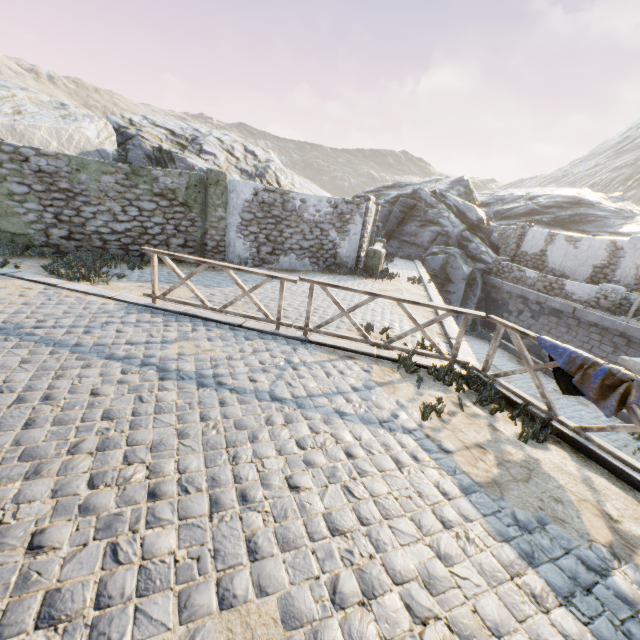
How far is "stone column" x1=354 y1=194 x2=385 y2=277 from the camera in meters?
13.3 m

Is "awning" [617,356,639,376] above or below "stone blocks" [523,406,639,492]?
below

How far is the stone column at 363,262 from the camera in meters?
13.3 m

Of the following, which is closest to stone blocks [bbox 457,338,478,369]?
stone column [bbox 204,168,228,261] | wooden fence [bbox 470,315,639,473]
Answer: wooden fence [bbox 470,315,639,473]

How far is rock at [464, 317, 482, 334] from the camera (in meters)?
18.55

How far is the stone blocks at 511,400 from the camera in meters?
5.1 m

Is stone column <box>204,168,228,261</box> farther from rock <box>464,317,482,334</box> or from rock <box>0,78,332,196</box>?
rock <box>464,317,482,334</box>

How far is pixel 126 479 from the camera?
3.0m
